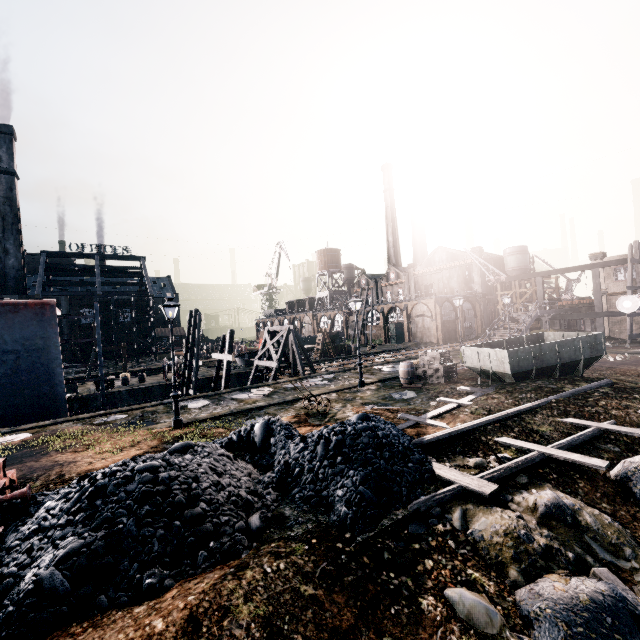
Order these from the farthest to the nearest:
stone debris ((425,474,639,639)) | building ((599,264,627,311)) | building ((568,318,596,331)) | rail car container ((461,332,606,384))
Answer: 1. building ((568,318,596,331))
2. building ((599,264,627,311))
3. rail car container ((461,332,606,384))
4. stone debris ((425,474,639,639))

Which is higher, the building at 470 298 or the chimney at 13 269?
the chimney at 13 269

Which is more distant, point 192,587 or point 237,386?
point 237,386

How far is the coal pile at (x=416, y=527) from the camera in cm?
650

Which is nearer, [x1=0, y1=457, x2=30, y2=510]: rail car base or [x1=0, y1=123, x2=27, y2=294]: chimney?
[x1=0, y1=457, x2=30, y2=510]: rail car base

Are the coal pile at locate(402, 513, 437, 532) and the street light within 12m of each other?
yes

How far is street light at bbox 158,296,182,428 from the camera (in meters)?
14.01

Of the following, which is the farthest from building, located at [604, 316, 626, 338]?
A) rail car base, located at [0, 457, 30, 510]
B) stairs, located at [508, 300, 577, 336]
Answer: rail car base, located at [0, 457, 30, 510]
